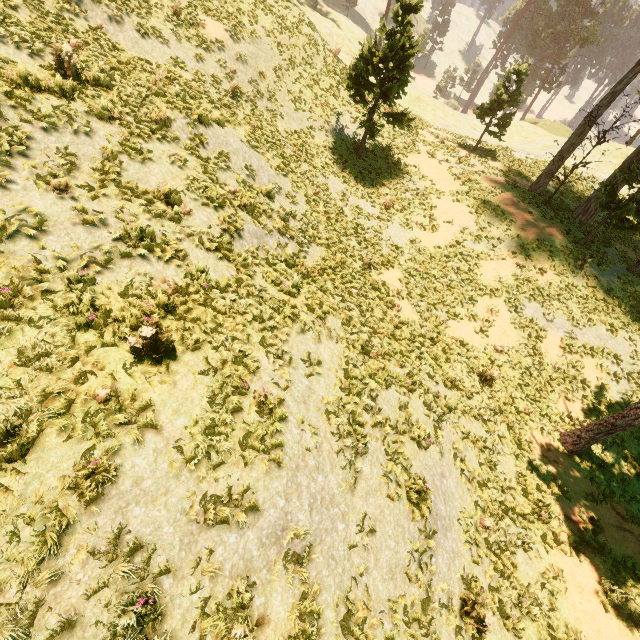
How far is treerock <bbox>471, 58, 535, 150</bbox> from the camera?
23.2m

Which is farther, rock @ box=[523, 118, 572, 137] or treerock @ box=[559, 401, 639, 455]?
rock @ box=[523, 118, 572, 137]

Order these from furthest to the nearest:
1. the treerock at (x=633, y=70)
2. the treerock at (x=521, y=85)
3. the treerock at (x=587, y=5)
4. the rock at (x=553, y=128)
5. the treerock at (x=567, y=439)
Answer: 1. the treerock at (x=587, y=5)
2. the rock at (x=553, y=128)
3. the treerock at (x=521, y=85)
4. the treerock at (x=633, y=70)
5. the treerock at (x=567, y=439)

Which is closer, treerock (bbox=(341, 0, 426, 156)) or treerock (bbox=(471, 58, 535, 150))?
treerock (bbox=(341, 0, 426, 156))

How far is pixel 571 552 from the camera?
10.0 meters

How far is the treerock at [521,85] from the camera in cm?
2317

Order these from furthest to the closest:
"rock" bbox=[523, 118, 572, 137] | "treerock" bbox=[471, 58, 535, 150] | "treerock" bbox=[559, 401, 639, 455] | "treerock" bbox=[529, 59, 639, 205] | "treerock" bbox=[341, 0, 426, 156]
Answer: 1. "rock" bbox=[523, 118, 572, 137]
2. "treerock" bbox=[471, 58, 535, 150]
3. "treerock" bbox=[529, 59, 639, 205]
4. "treerock" bbox=[341, 0, 426, 156]
5. "treerock" bbox=[559, 401, 639, 455]
